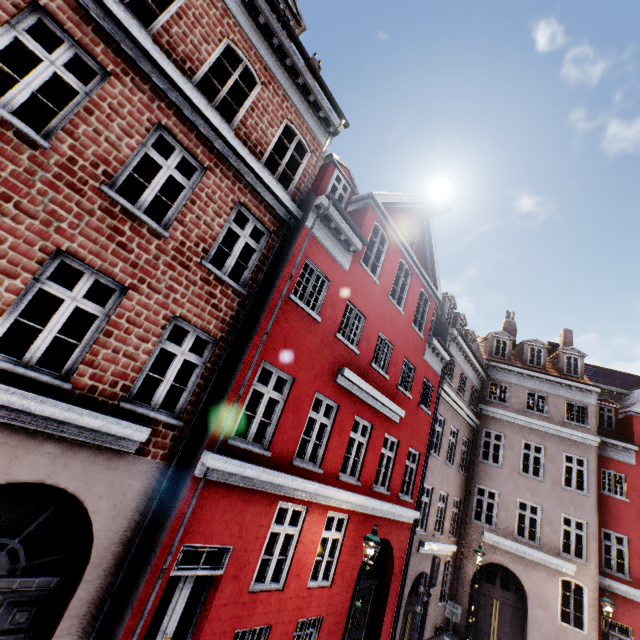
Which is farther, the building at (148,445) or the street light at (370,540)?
the street light at (370,540)

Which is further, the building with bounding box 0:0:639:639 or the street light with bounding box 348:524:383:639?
the street light with bounding box 348:524:383:639

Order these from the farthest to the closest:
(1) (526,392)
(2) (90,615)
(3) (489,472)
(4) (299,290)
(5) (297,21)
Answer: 1. (1) (526,392)
2. (3) (489,472)
3. (5) (297,21)
4. (4) (299,290)
5. (2) (90,615)
